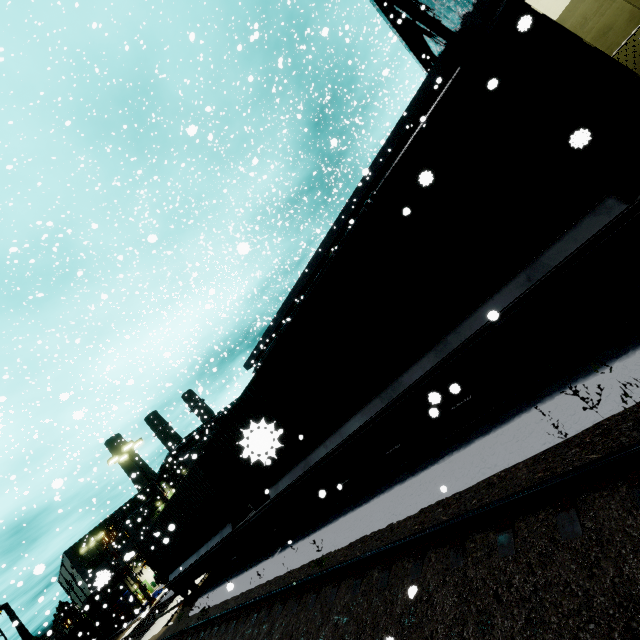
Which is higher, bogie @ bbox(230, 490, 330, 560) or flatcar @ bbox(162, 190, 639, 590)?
flatcar @ bbox(162, 190, 639, 590)

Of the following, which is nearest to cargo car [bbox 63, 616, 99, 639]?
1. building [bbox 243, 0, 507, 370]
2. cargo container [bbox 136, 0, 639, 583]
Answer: building [bbox 243, 0, 507, 370]

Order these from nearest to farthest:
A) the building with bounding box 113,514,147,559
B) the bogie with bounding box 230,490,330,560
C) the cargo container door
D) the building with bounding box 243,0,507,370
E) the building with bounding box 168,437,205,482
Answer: the bogie with bounding box 230,490,330,560, the cargo container door, the building with bounding box 243,0,507,370, the building with bounding box 113,514,147,559, the building with bounding box 168,437,205,482

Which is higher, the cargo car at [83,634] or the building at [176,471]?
the building at [176,471]

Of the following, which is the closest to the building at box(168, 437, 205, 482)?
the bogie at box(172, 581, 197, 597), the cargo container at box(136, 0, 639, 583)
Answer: the cargo container at box(136, 0, 639, 583)

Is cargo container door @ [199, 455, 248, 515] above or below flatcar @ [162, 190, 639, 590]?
above

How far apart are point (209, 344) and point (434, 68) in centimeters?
2579cm

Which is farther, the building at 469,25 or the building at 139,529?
the building at 139,529
